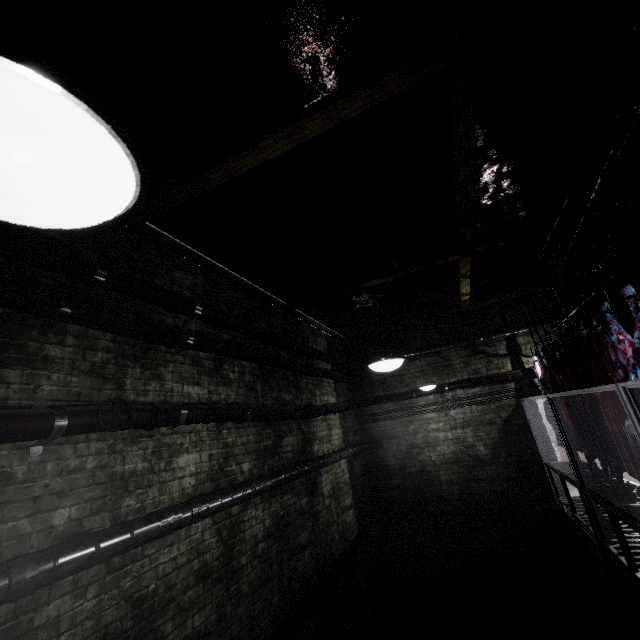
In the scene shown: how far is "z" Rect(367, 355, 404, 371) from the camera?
2.72m

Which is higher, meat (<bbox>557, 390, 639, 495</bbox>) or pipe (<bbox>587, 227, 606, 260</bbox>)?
pipe (<bbox>587, 227, 606, 260</bbox>)

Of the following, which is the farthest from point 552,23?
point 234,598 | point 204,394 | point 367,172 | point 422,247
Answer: point 234,598

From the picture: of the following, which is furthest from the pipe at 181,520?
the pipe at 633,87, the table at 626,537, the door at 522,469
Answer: the table at 626,537

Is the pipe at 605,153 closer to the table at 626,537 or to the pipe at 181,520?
the pipe at 181,520

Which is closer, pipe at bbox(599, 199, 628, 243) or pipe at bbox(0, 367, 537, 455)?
pipe at bbox(0, 367, 537, 455)

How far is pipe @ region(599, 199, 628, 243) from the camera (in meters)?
4.16

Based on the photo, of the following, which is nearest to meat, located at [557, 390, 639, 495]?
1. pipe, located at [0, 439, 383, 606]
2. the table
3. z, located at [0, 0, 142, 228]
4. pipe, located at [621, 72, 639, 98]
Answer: the table
